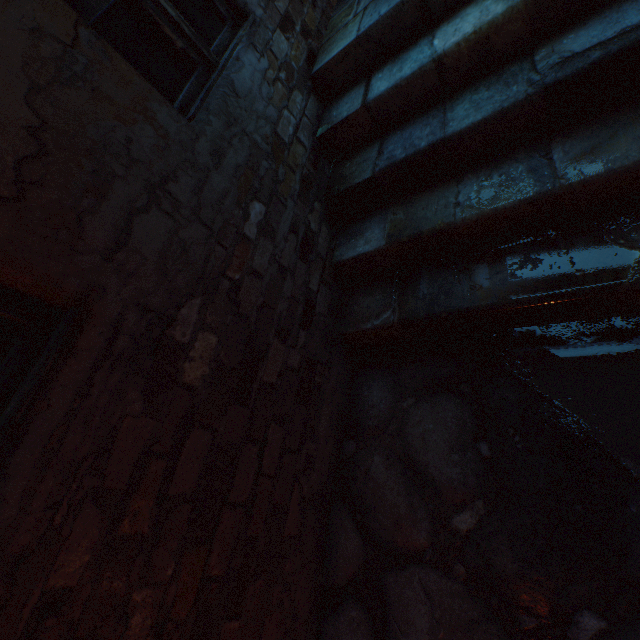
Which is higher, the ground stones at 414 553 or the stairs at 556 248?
the stairs at 556 248

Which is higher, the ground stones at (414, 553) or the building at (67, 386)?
the building at (67, 386)

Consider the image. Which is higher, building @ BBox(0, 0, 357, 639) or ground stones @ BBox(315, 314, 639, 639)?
building @ BBox(0, 0, 357, 639)

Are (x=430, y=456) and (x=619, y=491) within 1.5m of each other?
yes

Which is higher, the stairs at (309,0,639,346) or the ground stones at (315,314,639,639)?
the stairs at (309,0,639,346)
